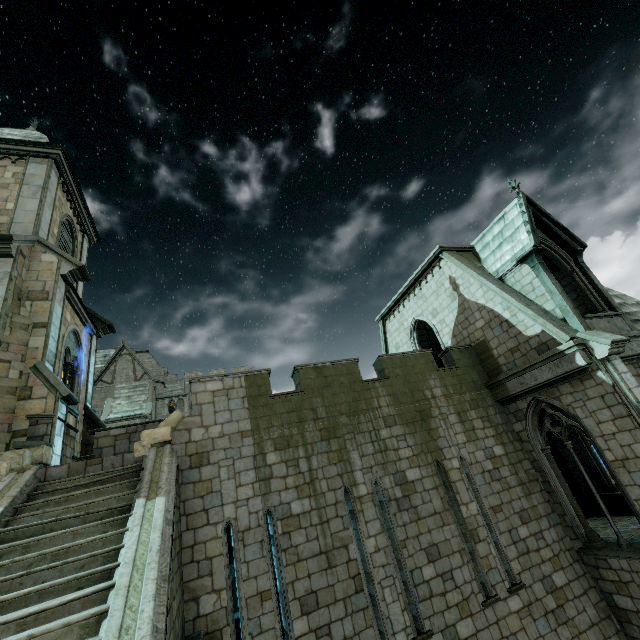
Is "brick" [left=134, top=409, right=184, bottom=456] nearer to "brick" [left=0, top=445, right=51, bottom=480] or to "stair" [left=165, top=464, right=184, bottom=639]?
"stair" [left=165, top=464, right=184, bottom=639]

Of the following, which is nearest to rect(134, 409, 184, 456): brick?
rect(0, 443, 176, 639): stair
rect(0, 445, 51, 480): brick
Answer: rect(0, 443, 176, 639): stair

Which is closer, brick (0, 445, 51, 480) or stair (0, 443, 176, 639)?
stair (0, 443, 176, 639)

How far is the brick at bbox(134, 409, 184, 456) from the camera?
8.1 meters

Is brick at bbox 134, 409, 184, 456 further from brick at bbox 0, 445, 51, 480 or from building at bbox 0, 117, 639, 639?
brick at bbox 0, 445, 51, 480

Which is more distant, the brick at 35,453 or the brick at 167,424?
the brick at 167,424

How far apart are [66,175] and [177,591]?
16.76m

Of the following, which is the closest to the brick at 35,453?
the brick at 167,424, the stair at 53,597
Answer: the stair at 53,597
